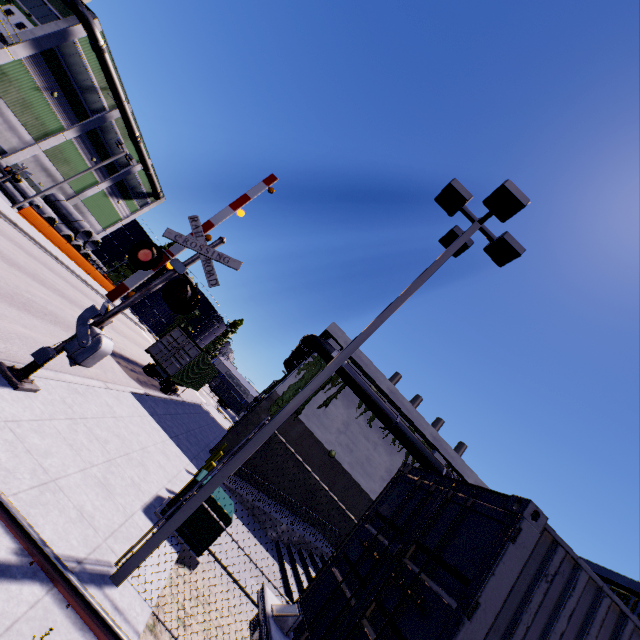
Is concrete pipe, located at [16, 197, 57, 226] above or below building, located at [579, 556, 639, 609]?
below

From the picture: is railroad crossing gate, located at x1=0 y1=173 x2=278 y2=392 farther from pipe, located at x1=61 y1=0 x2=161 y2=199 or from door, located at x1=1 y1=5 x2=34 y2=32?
door, located at x1=1 y1=5 x2=34 y2=32

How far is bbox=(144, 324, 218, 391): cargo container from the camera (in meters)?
18.85

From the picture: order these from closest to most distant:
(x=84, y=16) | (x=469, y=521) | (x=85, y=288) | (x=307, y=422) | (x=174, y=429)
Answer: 1. (x=469, y=521)
2. (x=174, y=429)
3. (x=307, y=422)
4. (x=84, y=16)
5. (x=85, y=288)

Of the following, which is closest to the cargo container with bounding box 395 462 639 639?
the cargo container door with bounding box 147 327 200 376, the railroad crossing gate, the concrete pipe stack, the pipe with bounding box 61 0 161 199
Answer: the cargo container door with bounding box 147 327 200 376

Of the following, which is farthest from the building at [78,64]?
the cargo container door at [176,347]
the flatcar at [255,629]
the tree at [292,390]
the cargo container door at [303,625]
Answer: the cargo container door at [176,347]

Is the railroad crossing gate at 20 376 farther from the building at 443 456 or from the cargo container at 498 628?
the building at 443 456

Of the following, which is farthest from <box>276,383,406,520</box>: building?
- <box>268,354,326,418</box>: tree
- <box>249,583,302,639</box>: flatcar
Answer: <box>249,583,302,639</box>: flatcar
